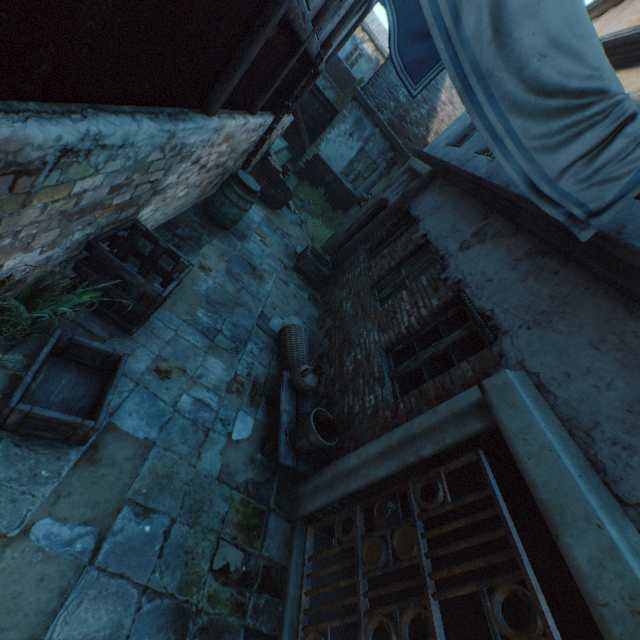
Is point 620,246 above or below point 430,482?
above

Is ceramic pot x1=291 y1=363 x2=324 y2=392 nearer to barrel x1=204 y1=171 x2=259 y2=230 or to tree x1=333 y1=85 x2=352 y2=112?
barrel x1=204 y1=171 x2=259 y2=230

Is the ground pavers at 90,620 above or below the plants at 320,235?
below

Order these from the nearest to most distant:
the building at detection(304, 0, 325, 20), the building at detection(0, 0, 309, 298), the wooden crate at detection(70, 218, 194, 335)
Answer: the building at detection(0, 0, 309, 298), the wooden crate at detection(70, 218, 194, 335), the building at detection(304, 0, 325, 20)

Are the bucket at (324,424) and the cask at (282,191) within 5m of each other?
no

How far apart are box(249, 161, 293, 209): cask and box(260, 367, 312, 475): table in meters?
6.2 m

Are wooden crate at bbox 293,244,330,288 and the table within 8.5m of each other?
yes

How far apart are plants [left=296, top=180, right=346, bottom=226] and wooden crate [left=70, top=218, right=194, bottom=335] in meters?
9.8
